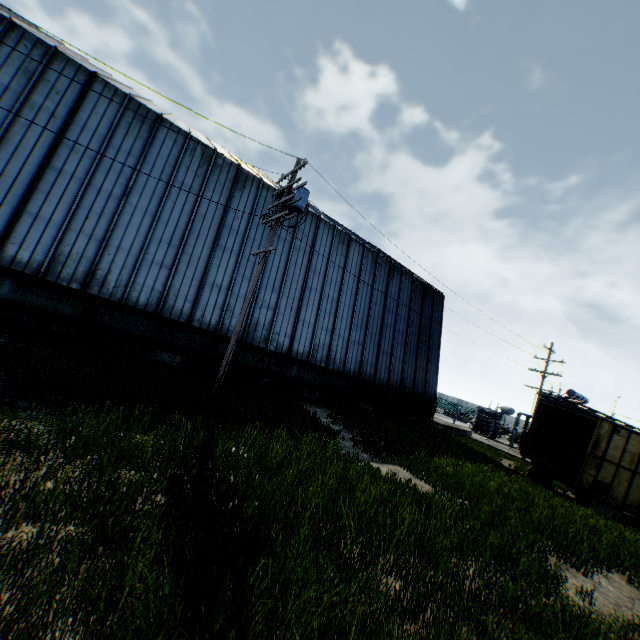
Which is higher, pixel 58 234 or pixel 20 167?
pixel 20 167

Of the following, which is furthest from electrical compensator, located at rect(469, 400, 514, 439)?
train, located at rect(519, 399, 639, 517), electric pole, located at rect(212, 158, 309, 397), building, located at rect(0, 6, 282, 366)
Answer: electric pole, located at rect(212, 158, 309, 397)

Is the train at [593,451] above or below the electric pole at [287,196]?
below

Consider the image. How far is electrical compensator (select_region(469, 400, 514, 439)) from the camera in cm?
3459

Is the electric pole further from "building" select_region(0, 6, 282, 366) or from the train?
the train

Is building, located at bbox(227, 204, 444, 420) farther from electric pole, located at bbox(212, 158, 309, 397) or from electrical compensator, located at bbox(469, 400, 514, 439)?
electrical compensator, located at bbox(469, 400, 514, 439)

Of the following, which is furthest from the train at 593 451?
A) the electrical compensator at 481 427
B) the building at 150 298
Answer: the electrical compensator at 481 427

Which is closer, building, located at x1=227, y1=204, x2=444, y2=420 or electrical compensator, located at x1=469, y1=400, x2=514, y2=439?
building, located at x1=227, y1=204, x2=444, y2=420
